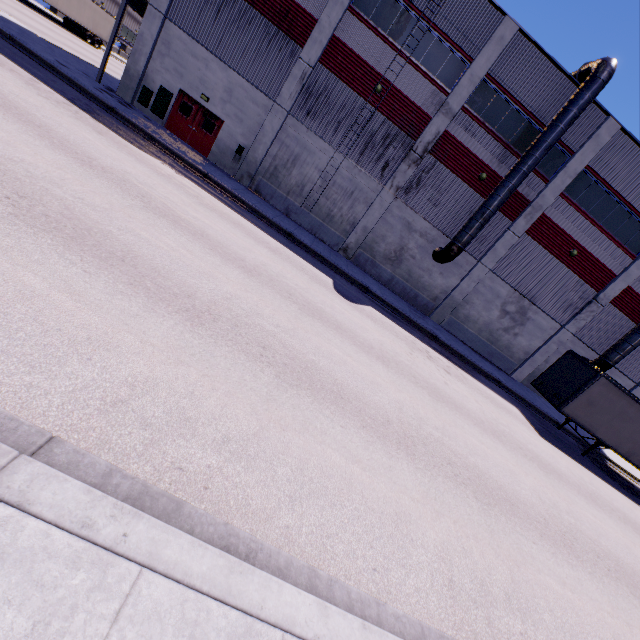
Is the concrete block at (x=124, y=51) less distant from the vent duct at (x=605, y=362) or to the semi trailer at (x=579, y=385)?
the semi trailer at (x=579, y=385)

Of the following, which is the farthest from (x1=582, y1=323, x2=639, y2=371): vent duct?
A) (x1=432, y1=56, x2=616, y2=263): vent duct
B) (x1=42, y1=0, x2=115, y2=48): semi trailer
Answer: (x1=432, y1=56, x2=616, y2=263): vent duct

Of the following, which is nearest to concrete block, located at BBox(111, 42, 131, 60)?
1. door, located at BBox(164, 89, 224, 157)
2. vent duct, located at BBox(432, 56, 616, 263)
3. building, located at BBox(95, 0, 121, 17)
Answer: building, located at BBox(95, 0, 121, 17)

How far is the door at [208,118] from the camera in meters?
19.0 m

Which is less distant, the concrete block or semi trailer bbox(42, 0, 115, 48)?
semi trailer bbox(42, 0, 115, 48)

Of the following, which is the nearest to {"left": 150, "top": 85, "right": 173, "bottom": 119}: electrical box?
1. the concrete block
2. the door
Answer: the door

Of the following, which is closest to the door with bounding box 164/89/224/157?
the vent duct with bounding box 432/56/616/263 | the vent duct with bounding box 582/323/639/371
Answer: the vent duct with bounding box 432/56/616/263

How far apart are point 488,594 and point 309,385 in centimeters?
419cm
